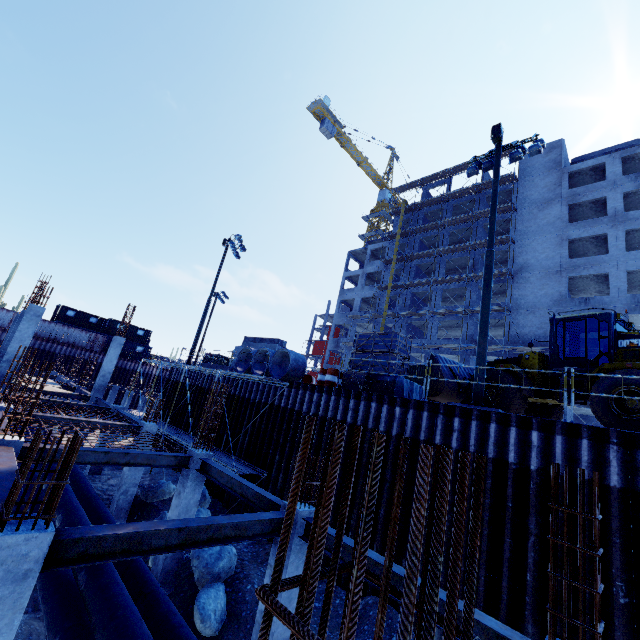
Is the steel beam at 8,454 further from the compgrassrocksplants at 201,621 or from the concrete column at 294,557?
the compgrassrocksplants at 201,621

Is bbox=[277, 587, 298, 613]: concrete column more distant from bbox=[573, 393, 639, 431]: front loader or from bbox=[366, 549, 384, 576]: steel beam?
bbox=[573, 393, 639, 431]: front loader

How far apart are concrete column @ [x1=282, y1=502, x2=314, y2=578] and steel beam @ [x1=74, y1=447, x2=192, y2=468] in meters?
4.5 m

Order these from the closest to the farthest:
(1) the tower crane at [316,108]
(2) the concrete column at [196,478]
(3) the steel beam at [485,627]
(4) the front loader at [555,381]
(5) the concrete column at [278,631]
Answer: (3) the steel beam at [485,627], (5) the concrete column at [278,631], (2) the concrete column at [196,478], (4) the front loader at [555,381], (1) the tower crane at [316,108]

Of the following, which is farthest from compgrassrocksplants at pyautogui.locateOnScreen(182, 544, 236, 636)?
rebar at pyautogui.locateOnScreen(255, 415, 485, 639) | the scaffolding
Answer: rebar at pyautogui.locateOnScreen(255, 415, 485, 639)

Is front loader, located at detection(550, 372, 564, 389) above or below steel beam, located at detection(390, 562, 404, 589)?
above

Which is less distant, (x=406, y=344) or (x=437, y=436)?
(x=437, y=436)
